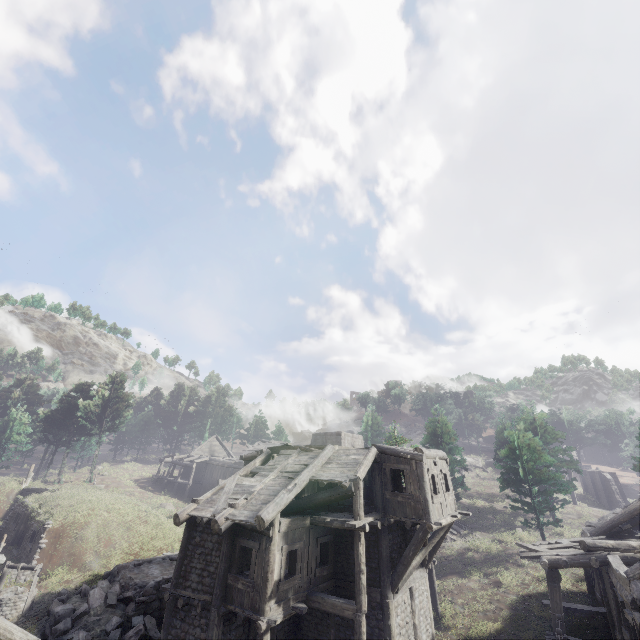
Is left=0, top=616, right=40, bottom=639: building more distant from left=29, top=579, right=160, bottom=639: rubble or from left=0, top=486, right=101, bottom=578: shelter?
left=0, top=486, right=101, bottom=578: shelter

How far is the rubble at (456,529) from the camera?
Answer: 28.2m

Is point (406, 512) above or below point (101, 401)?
below

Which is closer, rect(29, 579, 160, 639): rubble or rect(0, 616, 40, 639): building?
rect(0, 616, 40, 639): building

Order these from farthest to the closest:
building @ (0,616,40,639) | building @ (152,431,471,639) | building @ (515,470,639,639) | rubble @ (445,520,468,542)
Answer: rubble @ (445,520,468,542) → building @ (152,431,471,639) → building @ (515,470,639,639) → building @ (0,616,40,639)

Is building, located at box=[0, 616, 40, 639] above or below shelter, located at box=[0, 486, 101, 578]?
above

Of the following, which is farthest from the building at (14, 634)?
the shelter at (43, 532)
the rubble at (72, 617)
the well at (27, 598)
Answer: the shelter at (43, 532)

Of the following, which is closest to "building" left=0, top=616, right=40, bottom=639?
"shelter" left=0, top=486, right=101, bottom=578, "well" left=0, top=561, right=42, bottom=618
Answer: "well" left=0, top=561, right=42, bottom=618
